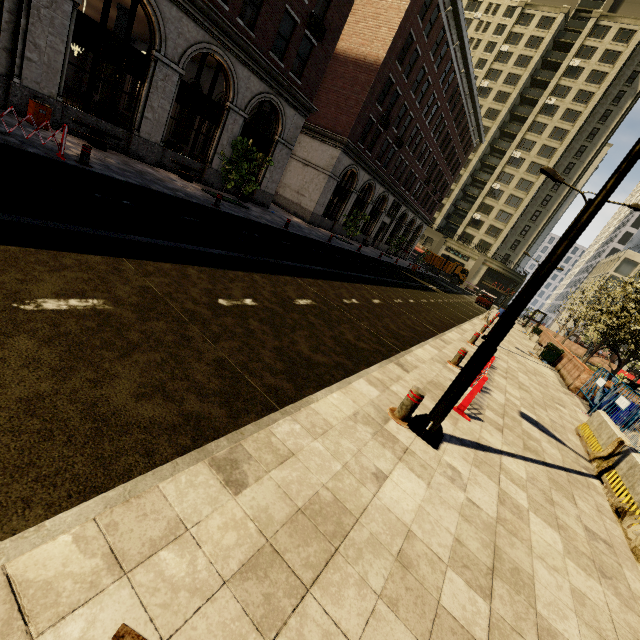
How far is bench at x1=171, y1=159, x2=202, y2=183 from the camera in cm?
1582

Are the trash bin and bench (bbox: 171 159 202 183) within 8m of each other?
yes

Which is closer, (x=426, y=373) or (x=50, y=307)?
(x=50, y=307)

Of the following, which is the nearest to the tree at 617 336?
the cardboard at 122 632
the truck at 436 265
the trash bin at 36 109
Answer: the truck at 436 265

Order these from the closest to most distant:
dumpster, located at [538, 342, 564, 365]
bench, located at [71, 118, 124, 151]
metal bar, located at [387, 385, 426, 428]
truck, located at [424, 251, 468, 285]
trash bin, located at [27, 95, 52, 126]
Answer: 1. metal bar, located at [387, 385, 426, 428]
2. trash bin, located at [27, 95, 52, 126]
3. bench, located at [71, 118, 124, 151]
4. dumpster, located at [538, 342, 564, 365]
5. truck, located at [424, 251, 468, 285]

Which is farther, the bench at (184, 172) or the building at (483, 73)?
the building at (483, 73)

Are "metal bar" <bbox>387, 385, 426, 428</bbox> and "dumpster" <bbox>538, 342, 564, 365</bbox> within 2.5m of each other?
no

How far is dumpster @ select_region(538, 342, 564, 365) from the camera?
19.02m
